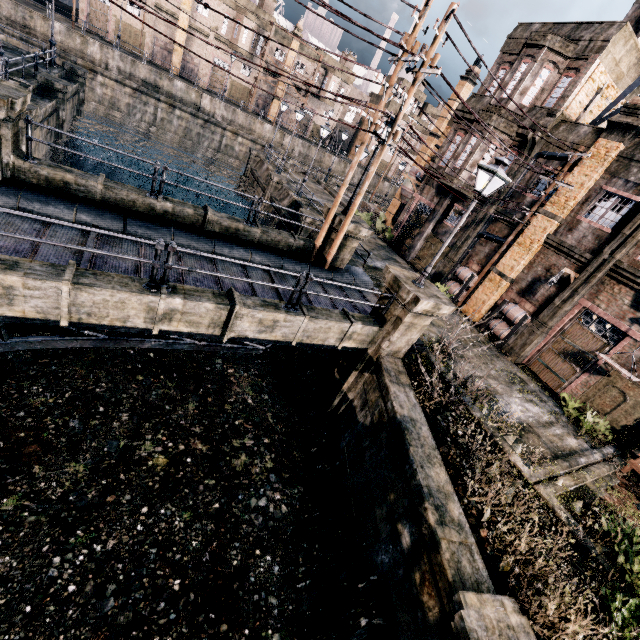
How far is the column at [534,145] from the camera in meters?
Result: 18.7

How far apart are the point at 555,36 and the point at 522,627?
26.8 meters

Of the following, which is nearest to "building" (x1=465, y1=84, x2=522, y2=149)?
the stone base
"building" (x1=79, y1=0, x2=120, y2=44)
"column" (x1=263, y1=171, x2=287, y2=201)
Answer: the stone base

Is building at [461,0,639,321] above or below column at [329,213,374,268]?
above

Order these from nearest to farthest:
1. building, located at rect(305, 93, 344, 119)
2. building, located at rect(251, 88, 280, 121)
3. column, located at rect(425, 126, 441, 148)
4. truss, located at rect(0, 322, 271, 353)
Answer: truss, located at rect(0, 322, 271, 353), column, located at rect(425, 126, 441, 148), building, located at rect(251, 88, 280, 121), building, located at rect(305, 93, 344, 119)

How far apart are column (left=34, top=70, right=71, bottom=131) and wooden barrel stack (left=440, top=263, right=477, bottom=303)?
27.1m

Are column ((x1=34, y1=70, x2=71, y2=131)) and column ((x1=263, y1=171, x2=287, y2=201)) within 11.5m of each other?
no

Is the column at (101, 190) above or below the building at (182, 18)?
below
